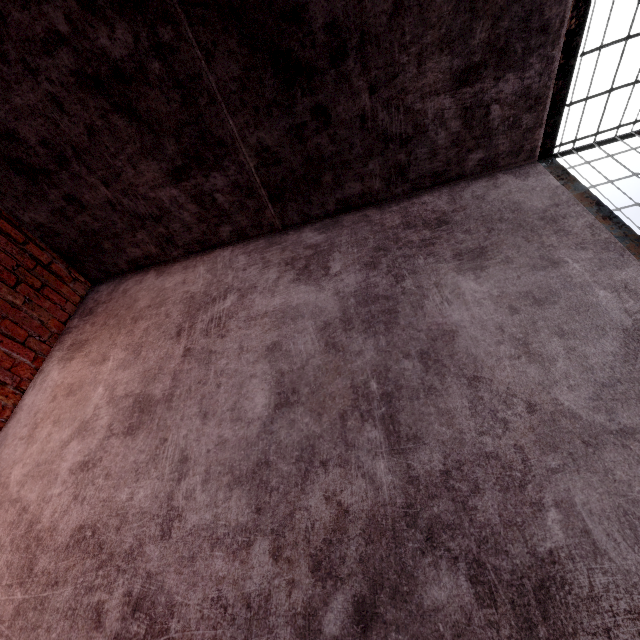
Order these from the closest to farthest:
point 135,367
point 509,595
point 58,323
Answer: point 509,595 → point 135,367 → point 58,323
